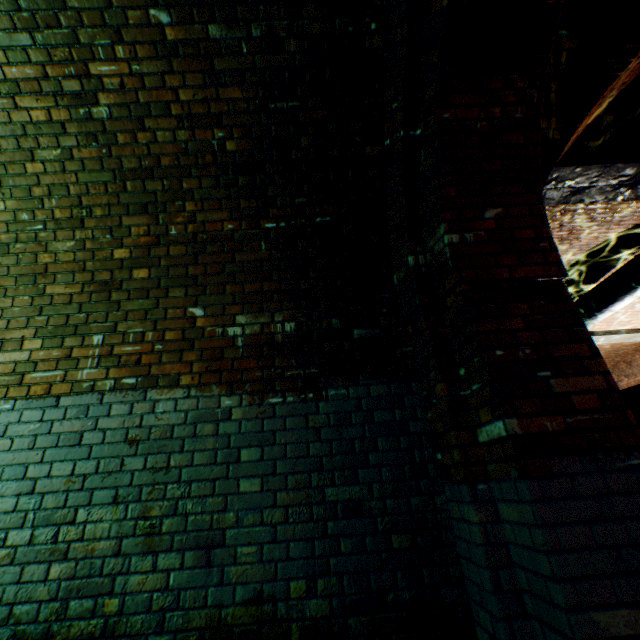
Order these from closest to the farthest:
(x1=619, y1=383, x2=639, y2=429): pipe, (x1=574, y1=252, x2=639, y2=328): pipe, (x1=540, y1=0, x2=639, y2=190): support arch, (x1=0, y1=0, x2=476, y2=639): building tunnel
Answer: (x1=0, y1=0, x2=476, y2=639): building tunnel, (x1=540, y1=0, x2=639, y2=190): support arch, (x1=619, y1=383, x2=639, y2=429): pipe, (x1=574, y1=252, x2=639, y2=328): pipe

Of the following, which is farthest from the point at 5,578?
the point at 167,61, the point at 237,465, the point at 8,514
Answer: the point at 167,61

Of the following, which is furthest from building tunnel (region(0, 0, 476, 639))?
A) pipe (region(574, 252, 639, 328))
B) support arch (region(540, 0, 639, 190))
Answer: support arch (region(540, 0, 639, 190))

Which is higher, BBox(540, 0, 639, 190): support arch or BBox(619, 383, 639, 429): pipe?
BBox(540, 0, 639, 190): support arch

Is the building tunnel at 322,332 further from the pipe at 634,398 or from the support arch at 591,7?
the support arch at 591,7

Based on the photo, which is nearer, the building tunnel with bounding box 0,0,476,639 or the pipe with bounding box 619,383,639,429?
the building tunnel with bounding box 0,0,476,639

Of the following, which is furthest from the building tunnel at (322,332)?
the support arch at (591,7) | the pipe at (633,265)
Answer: the support arch at (591,7)
